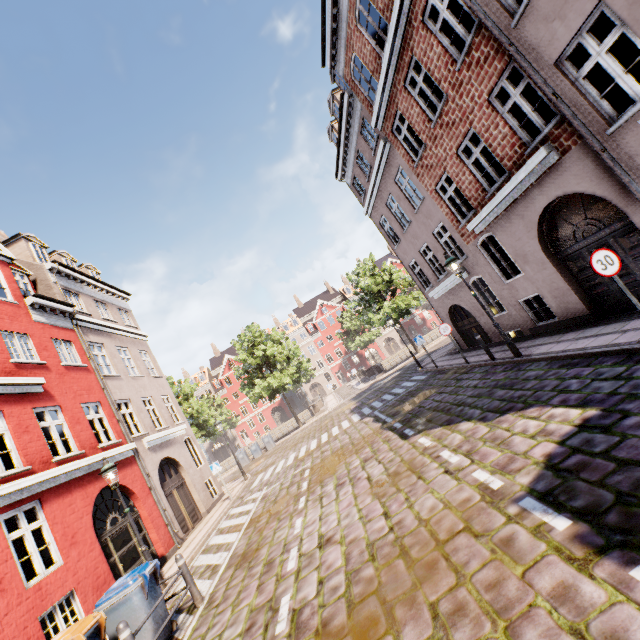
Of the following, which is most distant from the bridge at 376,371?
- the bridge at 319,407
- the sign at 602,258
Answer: the sign at 602,258

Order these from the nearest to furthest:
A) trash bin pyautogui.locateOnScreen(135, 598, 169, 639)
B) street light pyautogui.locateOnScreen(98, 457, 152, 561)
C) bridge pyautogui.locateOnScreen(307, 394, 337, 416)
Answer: trash bin pyautogui.locateOnScreen(135, 598, 169, 639) → street light pyautogui.locateOnScreen(98, 457, 152, 561) → bridge pyautogui.locateOnScreen(307, 394, 337, 416)

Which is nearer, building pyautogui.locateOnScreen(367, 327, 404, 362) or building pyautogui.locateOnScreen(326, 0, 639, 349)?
building pyautogui.locateOnScreen(326, 0, 639, 349)

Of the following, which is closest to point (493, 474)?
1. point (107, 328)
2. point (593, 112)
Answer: point (593, 112)

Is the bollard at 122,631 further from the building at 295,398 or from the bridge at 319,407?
the bridge at 319,407

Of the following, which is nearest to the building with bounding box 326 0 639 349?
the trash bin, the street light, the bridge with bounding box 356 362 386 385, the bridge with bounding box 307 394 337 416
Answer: the street light

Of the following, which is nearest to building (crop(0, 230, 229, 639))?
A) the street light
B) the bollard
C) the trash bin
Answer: the street light

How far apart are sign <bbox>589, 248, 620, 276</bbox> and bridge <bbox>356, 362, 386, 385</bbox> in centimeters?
2990cm
